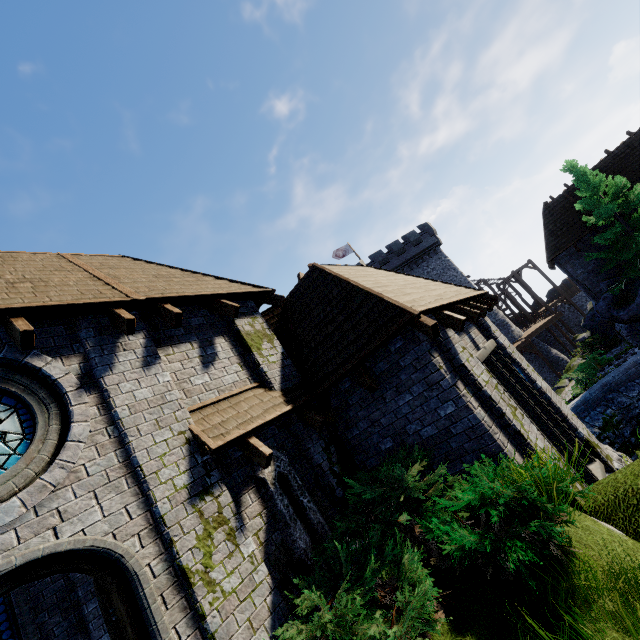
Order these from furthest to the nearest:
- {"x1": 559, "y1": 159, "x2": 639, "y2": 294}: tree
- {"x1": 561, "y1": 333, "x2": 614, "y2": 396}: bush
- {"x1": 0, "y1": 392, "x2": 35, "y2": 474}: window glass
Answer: {"x1": 559, "y1": 159, "x2": 639, "y2": 294}: tree, {"x1": 561, "y1": 333, "x2": 614, "y2": 396}: bush, {"x1": 0, "y1": 392, "x2": 35, "y2": 474}: window glass

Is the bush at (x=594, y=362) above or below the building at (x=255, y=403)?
below

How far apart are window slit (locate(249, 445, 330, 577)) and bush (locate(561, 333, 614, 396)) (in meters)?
19.52

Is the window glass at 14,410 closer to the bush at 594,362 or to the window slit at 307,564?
the window slit at 307,564

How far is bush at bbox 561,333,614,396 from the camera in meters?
14.0 m

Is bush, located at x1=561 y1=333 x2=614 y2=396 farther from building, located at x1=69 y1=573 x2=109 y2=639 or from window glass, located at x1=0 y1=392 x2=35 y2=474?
window glass, located at x1=0 y1=392 x2=35 y2=474

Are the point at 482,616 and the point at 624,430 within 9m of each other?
no

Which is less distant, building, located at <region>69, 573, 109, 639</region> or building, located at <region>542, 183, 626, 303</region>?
building, located at <region>69, 573, 109, 639</region>
